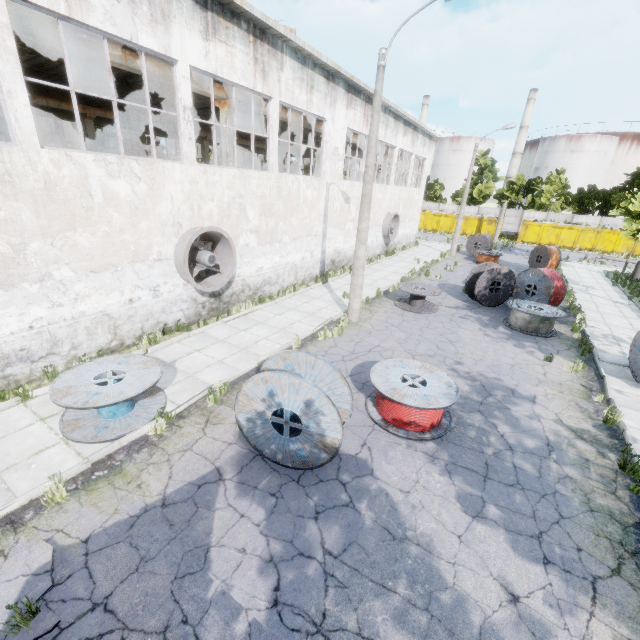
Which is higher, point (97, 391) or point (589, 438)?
point (97, 391)

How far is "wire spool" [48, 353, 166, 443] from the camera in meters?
6.3 m

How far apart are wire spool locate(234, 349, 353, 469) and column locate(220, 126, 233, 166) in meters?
11.2

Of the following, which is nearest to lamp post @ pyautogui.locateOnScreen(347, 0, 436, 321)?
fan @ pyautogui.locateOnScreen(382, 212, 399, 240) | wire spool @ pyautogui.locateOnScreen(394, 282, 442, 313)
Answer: wire spool @ pyautogui.locateOnScreen(394, 282, 442, 313)

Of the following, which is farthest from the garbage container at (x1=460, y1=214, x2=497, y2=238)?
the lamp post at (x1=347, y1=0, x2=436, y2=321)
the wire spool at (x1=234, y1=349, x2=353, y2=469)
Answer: the wire spool at (x1=234, y1=349, x2=353, y2=469)

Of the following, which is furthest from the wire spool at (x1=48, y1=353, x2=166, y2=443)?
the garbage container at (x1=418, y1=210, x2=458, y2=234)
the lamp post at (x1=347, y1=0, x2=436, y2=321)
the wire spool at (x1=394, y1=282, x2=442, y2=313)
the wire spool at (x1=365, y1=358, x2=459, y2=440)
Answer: the garbage container at (x1=418, y1=210, x2=458, y2=234)

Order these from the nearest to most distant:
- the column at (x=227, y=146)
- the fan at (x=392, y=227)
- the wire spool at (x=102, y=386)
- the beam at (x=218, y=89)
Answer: the wire spool at (x=102, y=386), the beam at (x=218, y=89), the column at (x=227, y=146), the fan at (x=392, y=227)

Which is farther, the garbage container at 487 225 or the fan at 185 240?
the garbage container at 487 225
